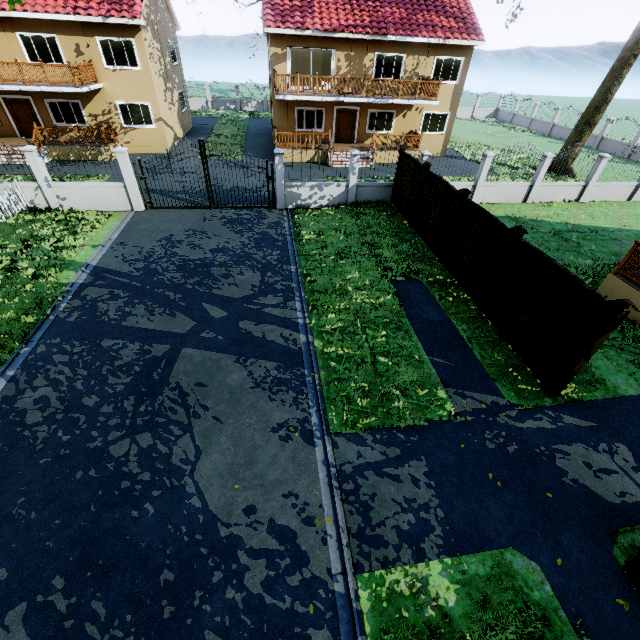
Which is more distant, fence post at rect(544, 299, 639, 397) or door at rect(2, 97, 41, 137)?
door at rect(2, 97, 41, 137)

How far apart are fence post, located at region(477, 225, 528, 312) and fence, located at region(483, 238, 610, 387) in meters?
0.0 m

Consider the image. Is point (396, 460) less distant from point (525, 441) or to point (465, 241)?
point (525, 441)

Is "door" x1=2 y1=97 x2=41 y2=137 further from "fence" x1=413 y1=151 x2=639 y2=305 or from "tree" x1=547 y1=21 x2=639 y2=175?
"fence" x1=413 y1=151 x2=639 y2=305

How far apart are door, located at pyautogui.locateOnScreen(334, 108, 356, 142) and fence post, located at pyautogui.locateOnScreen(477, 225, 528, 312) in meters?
18.5 m

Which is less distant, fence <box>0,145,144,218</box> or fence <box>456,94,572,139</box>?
fence <box>0,145,144,218</box>

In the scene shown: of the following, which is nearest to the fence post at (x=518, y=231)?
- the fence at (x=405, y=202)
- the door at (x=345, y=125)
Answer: the fence at (x=405, y=202)

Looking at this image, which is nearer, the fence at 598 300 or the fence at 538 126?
the fence at 598 300
